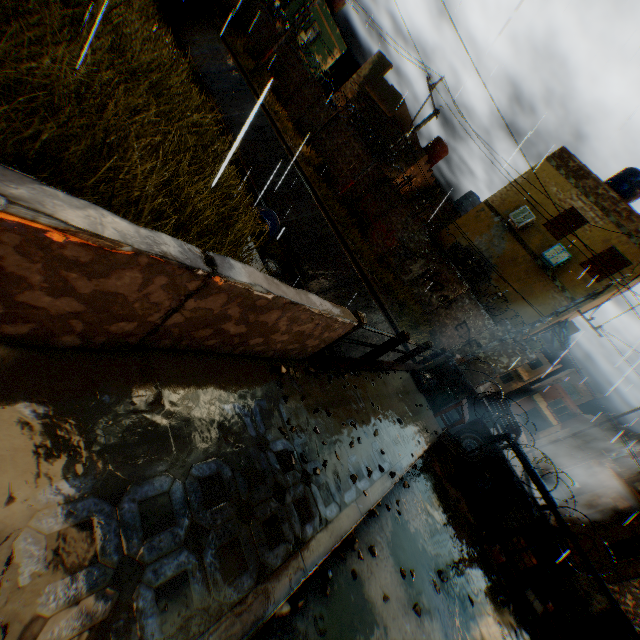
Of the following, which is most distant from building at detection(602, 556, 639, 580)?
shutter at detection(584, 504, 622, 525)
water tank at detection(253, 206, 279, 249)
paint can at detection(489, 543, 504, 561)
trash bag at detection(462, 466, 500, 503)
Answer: water tank at detection(253, 206, 279, 249)

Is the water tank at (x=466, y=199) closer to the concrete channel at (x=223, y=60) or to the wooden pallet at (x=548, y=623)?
the concrete channel at (x=223, y=60)

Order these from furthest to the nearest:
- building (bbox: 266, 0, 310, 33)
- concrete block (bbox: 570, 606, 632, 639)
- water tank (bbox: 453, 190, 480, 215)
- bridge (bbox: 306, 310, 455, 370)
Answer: building (bbox: 266, 0, 310, 33)
water tank (bbox: 453, 190, 480, 215)
concrete block (bbox: 570, 606, 632, 639)
bridge (bbox: 306, 310, 455, 370)

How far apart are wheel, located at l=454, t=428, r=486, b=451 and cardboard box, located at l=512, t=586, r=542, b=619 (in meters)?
2.29

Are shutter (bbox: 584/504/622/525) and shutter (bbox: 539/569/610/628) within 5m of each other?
no

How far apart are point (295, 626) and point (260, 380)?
1.9 meters

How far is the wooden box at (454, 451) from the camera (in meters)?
6.84

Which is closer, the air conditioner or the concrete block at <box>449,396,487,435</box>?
the concrete block at <box>449,396,487,435</box>
